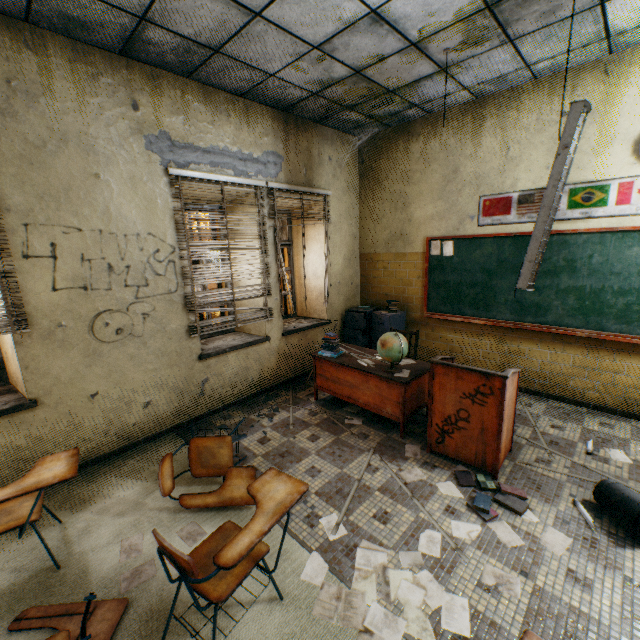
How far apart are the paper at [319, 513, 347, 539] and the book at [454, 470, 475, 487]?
0.0 meters

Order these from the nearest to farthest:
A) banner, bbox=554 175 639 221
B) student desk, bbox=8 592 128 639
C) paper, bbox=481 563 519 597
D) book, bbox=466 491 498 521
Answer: student desk, bbox=8 592 128 639
paper, bbox=481 563 519 597
book, bbox=466 491 498 521
banner, bbox=554 175 639 221

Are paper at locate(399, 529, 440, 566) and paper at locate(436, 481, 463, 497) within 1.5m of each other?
yes

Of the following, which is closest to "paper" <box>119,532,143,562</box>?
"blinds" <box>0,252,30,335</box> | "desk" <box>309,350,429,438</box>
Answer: "blinds" <box>0,252,30,335</box>

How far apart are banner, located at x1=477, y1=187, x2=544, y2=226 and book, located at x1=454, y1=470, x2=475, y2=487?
3.1m

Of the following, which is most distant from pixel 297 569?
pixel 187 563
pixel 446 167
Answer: pixel 446 167

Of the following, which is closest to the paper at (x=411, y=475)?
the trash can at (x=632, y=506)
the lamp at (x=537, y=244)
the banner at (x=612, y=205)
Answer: the trash can at (x=632, y=506)

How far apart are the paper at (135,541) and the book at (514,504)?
2.54m
